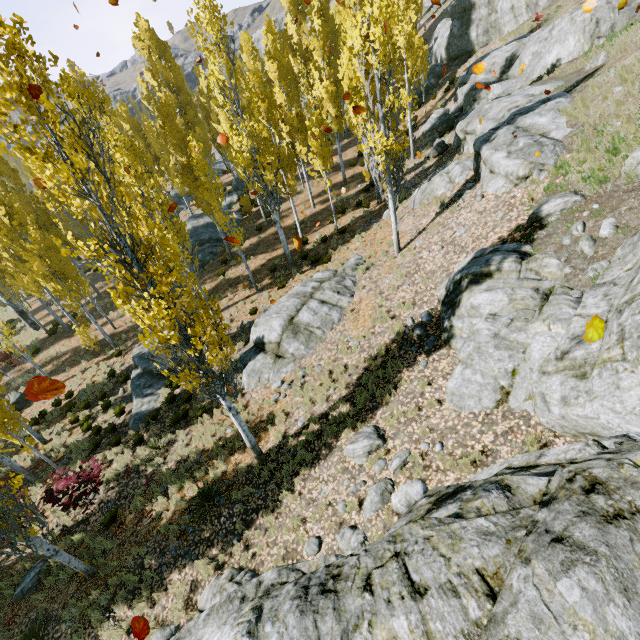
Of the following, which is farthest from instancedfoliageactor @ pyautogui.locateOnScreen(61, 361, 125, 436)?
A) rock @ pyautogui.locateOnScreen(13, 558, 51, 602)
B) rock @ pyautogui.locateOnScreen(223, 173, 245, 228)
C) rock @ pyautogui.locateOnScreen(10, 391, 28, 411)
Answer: rock @ pyautogui.locateOnScreen(13, 558, 51, 602)

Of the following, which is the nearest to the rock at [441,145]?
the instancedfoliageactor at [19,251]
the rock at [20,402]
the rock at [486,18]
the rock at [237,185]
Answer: the rock at [486,18]

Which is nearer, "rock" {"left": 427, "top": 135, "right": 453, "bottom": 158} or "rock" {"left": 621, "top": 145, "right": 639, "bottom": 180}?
"rock" {"left": 621, "top": 145, "right": 639, "bottom": 180}

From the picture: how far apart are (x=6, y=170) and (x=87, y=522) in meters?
23.0

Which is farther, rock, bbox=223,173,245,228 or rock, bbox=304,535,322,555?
rock, bbox=223,173,245,228

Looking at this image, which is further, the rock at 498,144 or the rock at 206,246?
the rock at 206,246

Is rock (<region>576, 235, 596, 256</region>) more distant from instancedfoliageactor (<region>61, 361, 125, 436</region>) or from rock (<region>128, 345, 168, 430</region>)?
rock (<region>128, 345, 168, 430</region>)

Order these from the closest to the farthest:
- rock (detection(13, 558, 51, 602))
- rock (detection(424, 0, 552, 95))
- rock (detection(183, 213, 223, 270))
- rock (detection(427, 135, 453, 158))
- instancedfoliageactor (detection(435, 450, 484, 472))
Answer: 1. instancedfoliageactor (detection(435, 450, 484, 472))
2. rock (detection(13, 558, 51, 602))
3. rock (detection(427, 135, 453, 158))
4. rock (detection(183, 213, 223, 270))
5. rock (detection(424, 0, 552, 95))
